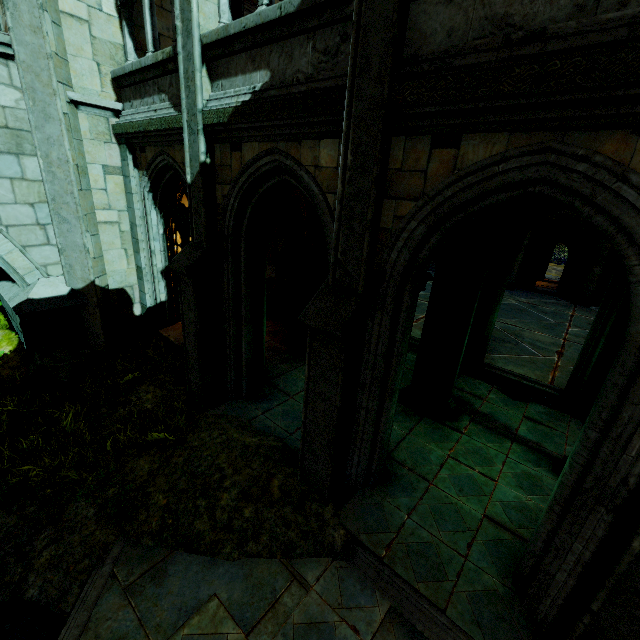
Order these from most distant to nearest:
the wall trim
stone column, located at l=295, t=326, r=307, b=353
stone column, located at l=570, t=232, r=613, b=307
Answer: stone column, located at l=570, t=232, r=613, b=307 < stone column, located at l=295, t=326, r=307, b=353 < the wall trim

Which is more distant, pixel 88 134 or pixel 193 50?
pixel 88 134

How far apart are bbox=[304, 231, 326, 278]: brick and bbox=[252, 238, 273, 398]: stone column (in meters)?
1.71

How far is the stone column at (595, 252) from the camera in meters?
14.3 m

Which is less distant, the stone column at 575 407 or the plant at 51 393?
the plant at 51 393

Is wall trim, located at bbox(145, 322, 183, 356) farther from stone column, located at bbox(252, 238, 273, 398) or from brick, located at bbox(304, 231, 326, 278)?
brick, located at bbox(304, 231, 326, 278)

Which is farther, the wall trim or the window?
the wall trim

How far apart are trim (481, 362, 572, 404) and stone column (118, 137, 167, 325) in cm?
→ 817
